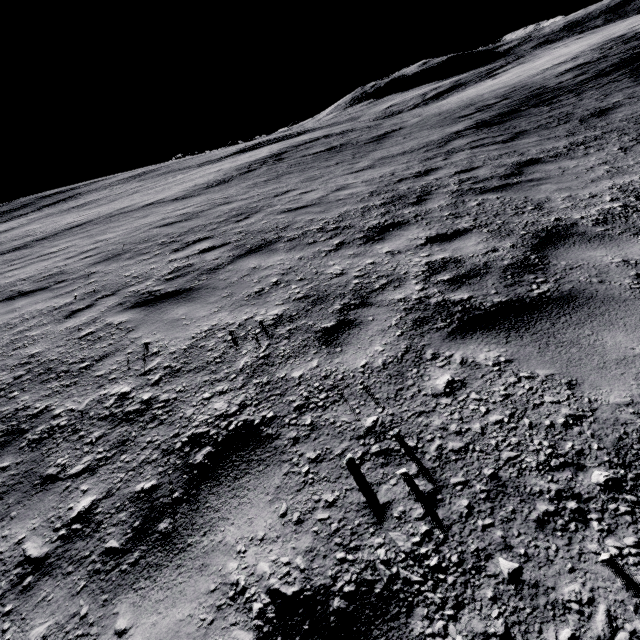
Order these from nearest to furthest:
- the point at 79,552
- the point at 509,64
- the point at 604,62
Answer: the point at 79,552 → the point at 604,62 → the point at 509,64
